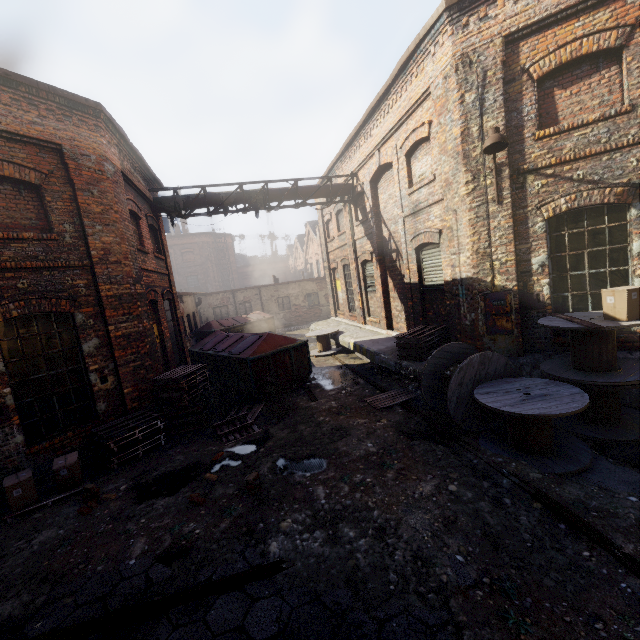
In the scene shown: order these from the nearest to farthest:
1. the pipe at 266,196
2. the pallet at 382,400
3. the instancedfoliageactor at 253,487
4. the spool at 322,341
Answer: the instancedfoliageactor at 253,487 < the pallet at 382,400 < the pipe at 266,196 < the spool at 322,341

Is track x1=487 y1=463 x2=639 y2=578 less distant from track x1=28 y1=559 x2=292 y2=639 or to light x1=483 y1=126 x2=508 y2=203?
track x1=28 y1=559 x2=292 y2=639

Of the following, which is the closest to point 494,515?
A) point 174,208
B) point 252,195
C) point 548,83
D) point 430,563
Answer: point 430,563

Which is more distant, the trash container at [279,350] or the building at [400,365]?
the trash container at [279,350]

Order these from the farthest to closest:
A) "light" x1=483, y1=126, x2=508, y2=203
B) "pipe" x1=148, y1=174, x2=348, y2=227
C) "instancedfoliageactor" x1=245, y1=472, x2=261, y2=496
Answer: "pipe" x1=148, y1=174, x2=348, y2=227 → "light" x1=483, y1=126, x2=508, y2=203 → "instancedfoliageactor" x1=245, y1=472, x2=261, y2=496

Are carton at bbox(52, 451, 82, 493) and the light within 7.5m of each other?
no

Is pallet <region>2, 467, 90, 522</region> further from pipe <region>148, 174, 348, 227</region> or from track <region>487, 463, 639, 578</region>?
pipe <region>148, 174, 348, 227</region>

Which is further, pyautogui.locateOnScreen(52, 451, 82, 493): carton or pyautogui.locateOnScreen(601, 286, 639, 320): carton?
pyautogui.locateOnScreen(52, 451, 82, 493): carton
